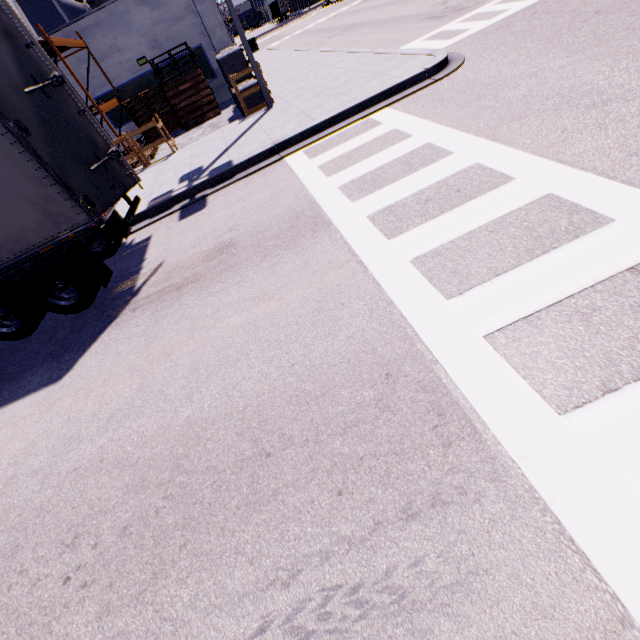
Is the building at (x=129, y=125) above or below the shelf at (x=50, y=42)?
below

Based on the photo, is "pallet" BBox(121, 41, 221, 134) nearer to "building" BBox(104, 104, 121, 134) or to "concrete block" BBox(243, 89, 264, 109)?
"building" BBox(104, 104, 121, 134)

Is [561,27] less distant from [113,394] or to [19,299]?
[113,394]

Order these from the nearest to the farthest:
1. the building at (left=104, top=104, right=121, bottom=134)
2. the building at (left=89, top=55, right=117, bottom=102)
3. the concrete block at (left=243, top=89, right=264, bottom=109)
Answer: the concrete block at (left=243, top=89, right=264, bottom=109) < the building at (left=89, top=55, right=117, bottom=102) < the building at (left=104, top=104, right=121, bottom=134)

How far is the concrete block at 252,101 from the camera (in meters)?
11.81

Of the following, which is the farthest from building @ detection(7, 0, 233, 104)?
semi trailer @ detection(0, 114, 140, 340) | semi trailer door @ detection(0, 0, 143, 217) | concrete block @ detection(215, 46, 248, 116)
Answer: semi trailer door @ detection(0, 0, 143, 217)

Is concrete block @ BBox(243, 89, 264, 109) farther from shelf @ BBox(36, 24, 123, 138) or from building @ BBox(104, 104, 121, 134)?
shelf @ BBox(36, 24, 123, 138)

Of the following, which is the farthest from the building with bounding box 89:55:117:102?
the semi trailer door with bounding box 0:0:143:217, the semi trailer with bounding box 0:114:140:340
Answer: the semi trailer door with bounding box 0:0:143:217
